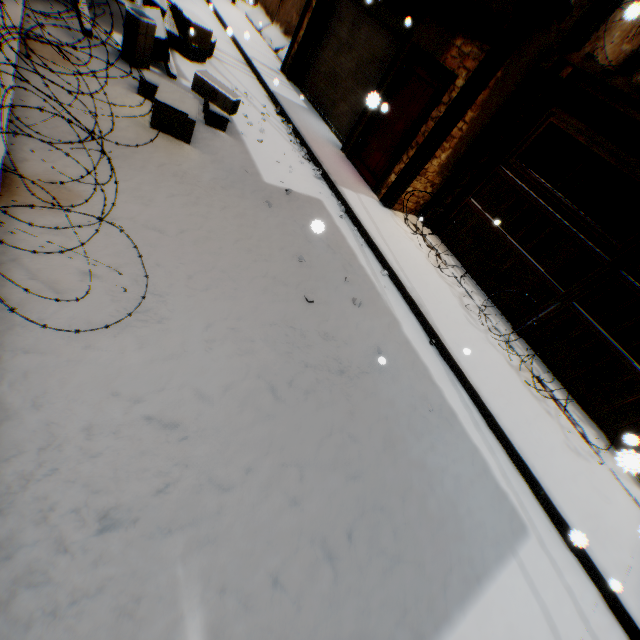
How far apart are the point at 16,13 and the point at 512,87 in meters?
7.7

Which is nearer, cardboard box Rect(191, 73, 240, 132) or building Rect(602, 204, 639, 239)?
cardboard box Rect(191, 73, 240, 132)

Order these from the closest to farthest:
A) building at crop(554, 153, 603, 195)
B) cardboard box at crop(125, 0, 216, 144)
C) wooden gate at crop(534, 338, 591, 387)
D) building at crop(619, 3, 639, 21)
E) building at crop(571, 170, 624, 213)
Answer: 1. building at crop(619, 3, 639, 21)
2. cardboard box at crop(125, 0, 216, 144)
3. wooden gate at crop(534, 338, 591, 387)
4. building at crop(554, 153, 603, 195)
5. building at crop(571, 170, 624, 213)

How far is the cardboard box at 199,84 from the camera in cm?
534

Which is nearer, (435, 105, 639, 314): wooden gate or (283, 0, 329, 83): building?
(435, 105, 639, 314): wooden gate

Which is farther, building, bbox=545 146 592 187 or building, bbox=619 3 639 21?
building, bbox=545 146 592 187

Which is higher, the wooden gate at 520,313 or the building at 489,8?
the building at 489,8
